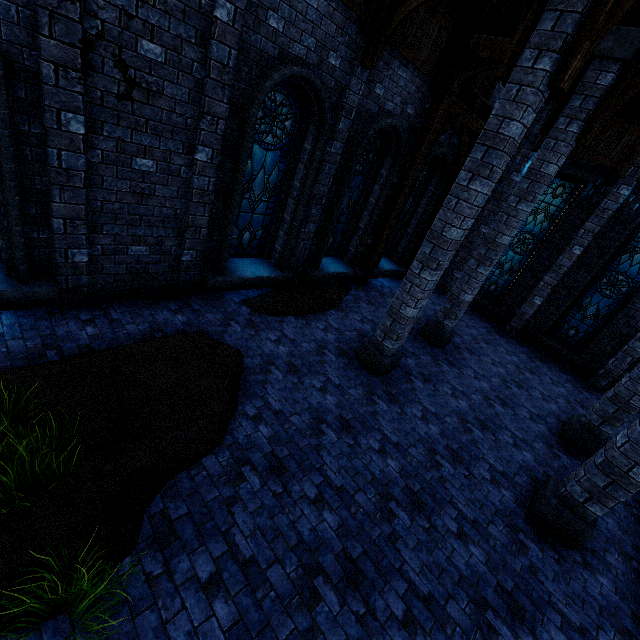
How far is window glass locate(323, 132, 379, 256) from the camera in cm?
876

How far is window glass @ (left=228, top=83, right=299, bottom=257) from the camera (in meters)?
6.41

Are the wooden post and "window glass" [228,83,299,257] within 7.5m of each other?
yes

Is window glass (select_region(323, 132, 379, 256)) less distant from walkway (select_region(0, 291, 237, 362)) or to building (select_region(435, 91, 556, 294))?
building (select_region(435, 91, 556, 294))

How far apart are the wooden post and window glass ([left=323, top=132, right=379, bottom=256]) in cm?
80

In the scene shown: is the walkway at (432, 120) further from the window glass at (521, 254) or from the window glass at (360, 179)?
the window glass at (521, 254)

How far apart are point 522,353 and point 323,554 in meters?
10.2

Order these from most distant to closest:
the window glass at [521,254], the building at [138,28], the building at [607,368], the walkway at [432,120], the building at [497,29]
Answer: the window glass at [521,254] → the building at [607,368] → the walkway at [432,120] → the building at [497,29] → the building at [138,28]
